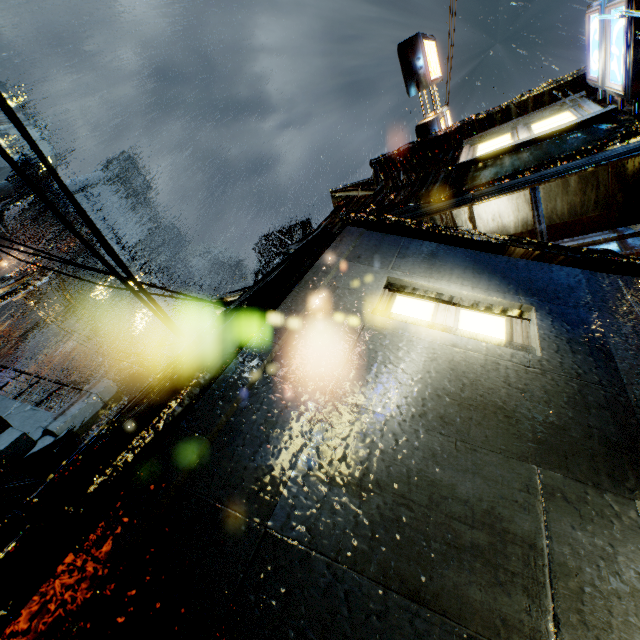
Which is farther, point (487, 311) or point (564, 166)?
point (564, 166)

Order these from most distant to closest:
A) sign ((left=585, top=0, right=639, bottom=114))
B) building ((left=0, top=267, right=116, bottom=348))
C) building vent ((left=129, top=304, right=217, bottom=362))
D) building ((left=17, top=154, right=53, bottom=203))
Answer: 1. building ((left=17, top=154, right=53, bottom=203))
2. building vent ((left=129, top=304, right=217, bottom=362))
3. building ((left=0, top=267, right=116, bottom=348))
4. sign ((left=585, top=0, right=639, bottom=114))

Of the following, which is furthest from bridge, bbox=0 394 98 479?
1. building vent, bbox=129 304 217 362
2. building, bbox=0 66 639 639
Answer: building vent, bbox=129 304 217 362

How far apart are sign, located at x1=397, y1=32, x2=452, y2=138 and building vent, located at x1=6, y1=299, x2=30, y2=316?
67.8m

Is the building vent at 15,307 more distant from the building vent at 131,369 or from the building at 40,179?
the building vent at 131,369

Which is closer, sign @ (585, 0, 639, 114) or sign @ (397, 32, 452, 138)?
sign @ (585, 0, 639, 114)

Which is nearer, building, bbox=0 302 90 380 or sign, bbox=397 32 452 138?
sign, bbox=397 32 452 138

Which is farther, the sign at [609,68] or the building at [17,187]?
the building at [17,187]
